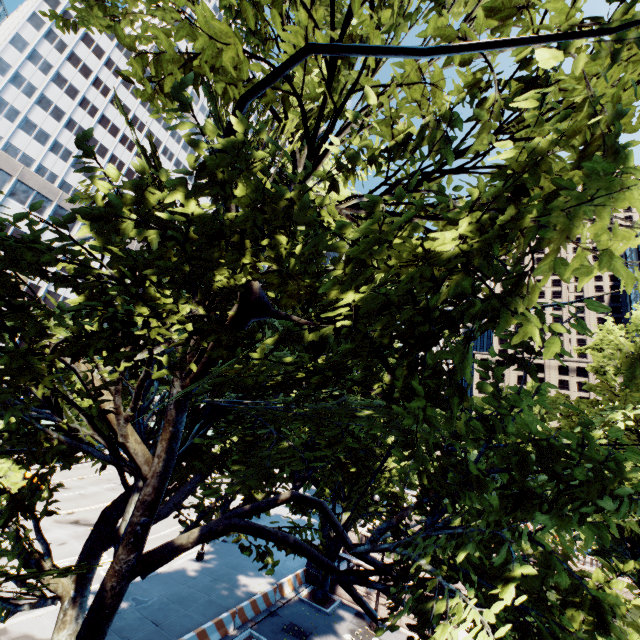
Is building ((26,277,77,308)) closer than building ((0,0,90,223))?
No

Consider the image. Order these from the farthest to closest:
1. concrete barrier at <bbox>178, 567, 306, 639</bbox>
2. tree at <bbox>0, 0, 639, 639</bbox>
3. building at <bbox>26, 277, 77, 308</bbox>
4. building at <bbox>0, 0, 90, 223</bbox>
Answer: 1. building at <bbox>26, 277, 77, 308</bbox>
2. building at <bbox>0, 0, 90, 223</bbox>
3. concrete barrier at <bbox>178, 567, 306, 639</bbox>
4. tree at <bbox>0, 0, 639, 639</bbox>

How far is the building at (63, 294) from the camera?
41.6 meters

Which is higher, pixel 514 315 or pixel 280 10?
pixel 280 10

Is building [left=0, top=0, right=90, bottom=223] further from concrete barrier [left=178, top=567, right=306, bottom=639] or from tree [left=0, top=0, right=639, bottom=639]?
concrete barrier [left=178, top=567, right=306, bottom=639]

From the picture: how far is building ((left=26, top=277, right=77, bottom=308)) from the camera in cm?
4159

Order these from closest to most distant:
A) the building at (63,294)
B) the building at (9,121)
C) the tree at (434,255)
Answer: the tree at (434,255)
the building at (9,121)
the building at (63,294)
